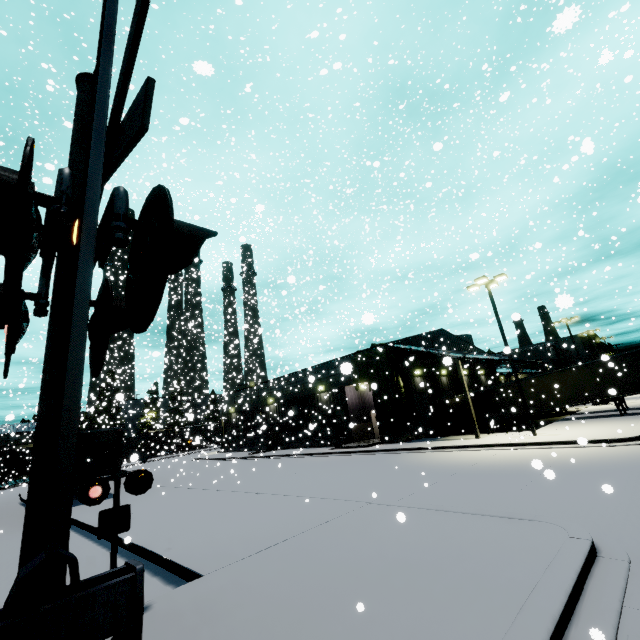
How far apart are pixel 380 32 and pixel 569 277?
35.15m

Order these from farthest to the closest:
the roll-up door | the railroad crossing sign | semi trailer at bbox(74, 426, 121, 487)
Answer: the roll-up door
semi trailer at bbox(74, 426, 121, 487)
the railroad crossing sign

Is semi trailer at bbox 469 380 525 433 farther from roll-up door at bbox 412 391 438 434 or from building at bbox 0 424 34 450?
roll-up door at bbox 412 391 438 434

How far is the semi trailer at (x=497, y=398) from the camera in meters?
26.5 m

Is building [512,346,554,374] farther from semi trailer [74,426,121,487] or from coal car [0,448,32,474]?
coal car [0,448,32,474]

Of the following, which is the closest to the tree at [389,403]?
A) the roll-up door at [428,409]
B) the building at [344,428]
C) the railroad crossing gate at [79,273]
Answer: the building at [344,428]

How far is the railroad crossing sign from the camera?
5.2m

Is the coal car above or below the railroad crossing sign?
above
